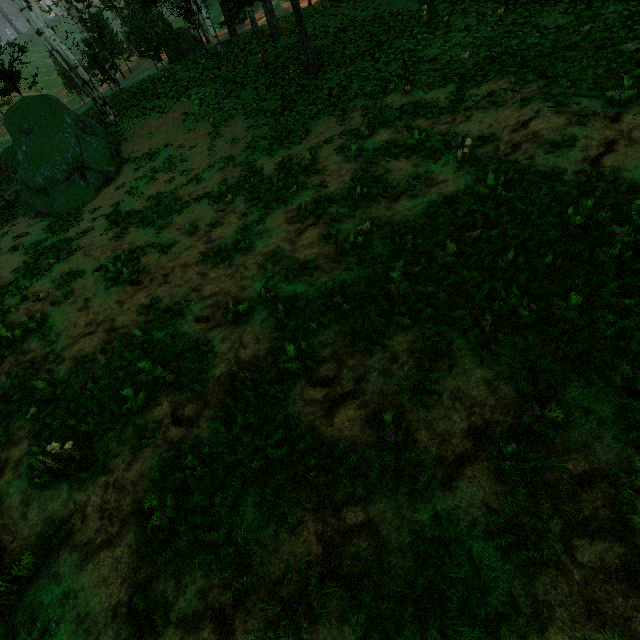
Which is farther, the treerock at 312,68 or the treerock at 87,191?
the treerock at 87,191

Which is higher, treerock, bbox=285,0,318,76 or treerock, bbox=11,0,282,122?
treerock, bbox=11,0,282,122

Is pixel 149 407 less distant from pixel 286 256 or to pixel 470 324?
pixel 286 256

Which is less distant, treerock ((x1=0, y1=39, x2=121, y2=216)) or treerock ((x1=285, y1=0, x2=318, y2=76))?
treerock ((x1=285, y1=0, x2=318, y2=76))
